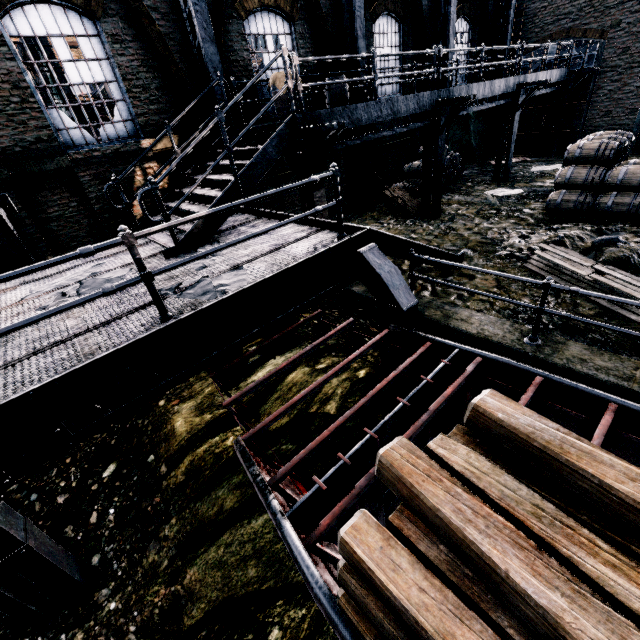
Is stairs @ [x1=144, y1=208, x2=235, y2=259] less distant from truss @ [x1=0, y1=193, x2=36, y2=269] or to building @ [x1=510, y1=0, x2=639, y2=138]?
building @ [x1=510, y1=0, x2=639, y2=138]

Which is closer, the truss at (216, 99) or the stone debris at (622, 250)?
the stone debris at (622, 250)

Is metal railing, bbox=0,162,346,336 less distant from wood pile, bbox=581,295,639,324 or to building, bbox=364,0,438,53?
building, bbox=364,0,438,53

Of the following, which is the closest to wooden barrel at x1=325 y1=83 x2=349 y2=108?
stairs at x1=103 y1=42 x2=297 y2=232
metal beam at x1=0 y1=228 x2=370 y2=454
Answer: stairs at x1=103 y1=42 x2=297 y2=232

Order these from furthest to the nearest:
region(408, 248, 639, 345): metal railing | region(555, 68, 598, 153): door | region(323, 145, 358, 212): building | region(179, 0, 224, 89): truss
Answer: region(555, 68, 598, 153): door < region(323, 145, 358, 212): building < region(179, 0, 224, 89): truss < region(408, 248, 639, 345): metal railing

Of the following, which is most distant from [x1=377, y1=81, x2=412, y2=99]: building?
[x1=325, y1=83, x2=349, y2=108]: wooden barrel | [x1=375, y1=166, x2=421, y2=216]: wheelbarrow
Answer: [x1=375, y1=166, x2=421, y2=216]: wheelbarrow

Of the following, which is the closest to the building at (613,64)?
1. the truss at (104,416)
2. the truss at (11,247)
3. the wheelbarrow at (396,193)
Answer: the truss at (11,247)

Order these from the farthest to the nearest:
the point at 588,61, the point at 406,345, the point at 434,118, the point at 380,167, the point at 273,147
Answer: the point at 588,61, the point at 380,167, the point at 434,118, the point at 273,147, the point at 406,345
